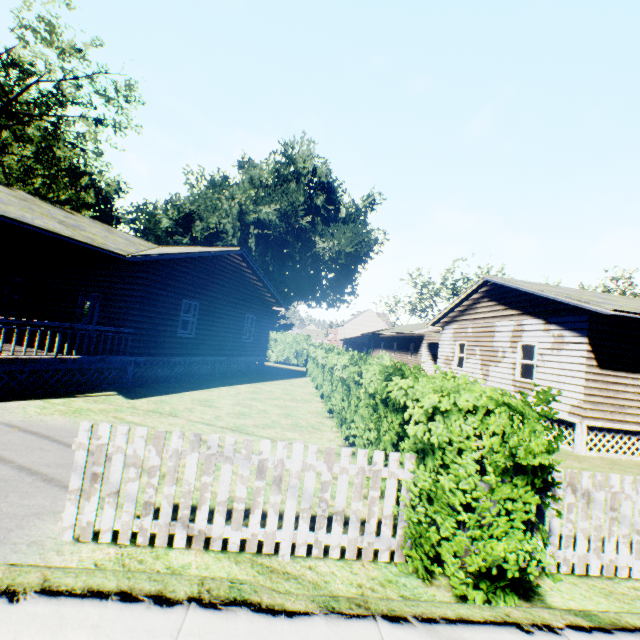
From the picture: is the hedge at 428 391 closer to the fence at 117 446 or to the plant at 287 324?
the fence at 117 446

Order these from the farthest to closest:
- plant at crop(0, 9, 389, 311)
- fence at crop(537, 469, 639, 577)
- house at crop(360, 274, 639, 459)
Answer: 1. plant at crop(0, 9, 389, 311)
2. house at crop(360, 274, 639, 459)
3. fence at crop(537, 469, 639, 577)

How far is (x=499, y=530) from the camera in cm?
316

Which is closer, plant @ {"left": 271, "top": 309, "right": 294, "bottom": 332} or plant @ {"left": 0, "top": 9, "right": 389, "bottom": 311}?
plant @ {"left": 0, "top": 9, "right": 389, "bottom": 311}

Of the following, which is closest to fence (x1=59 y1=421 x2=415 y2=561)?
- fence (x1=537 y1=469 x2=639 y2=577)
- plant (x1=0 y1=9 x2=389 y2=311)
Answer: fence (x1=537 y1=469 x2=639 y2=577)

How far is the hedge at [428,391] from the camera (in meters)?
3.16

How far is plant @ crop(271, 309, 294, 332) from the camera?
43.5m

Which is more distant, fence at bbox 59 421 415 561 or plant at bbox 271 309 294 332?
plant at bbox 271 309 294 332
